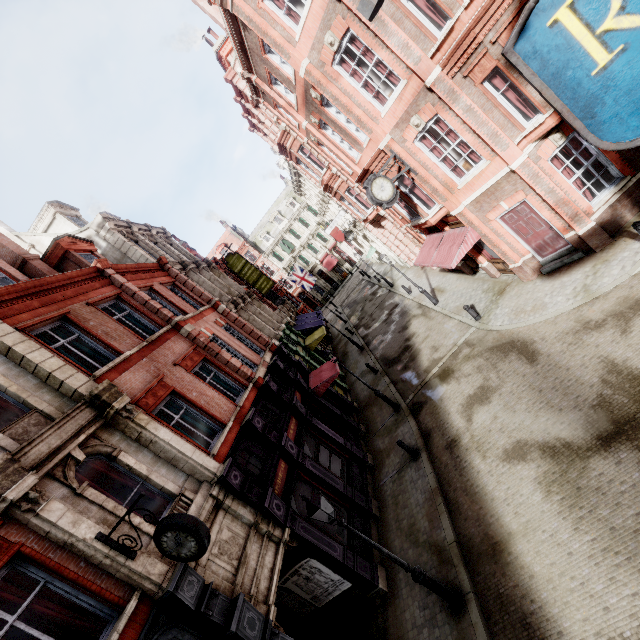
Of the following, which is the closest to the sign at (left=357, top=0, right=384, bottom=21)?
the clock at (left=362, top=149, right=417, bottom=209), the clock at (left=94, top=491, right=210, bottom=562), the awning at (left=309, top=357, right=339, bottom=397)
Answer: the clock at (left=94, top=491, right=210, bottom=562)

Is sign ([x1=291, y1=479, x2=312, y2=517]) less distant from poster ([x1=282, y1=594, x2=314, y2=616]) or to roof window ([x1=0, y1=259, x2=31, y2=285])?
poster ([x1=282, y1=594, x2=314, y2=616])

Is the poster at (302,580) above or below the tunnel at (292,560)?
below

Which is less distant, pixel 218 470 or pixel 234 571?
pixel 234 571

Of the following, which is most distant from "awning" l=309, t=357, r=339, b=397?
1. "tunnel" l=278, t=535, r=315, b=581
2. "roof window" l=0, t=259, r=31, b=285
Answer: "roof window" l=0, t=259, r=31, b=285

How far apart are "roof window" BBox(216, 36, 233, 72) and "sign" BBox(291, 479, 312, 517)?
24.6 meters

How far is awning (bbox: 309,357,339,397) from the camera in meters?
16.5 m

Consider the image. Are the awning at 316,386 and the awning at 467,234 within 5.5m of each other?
no
